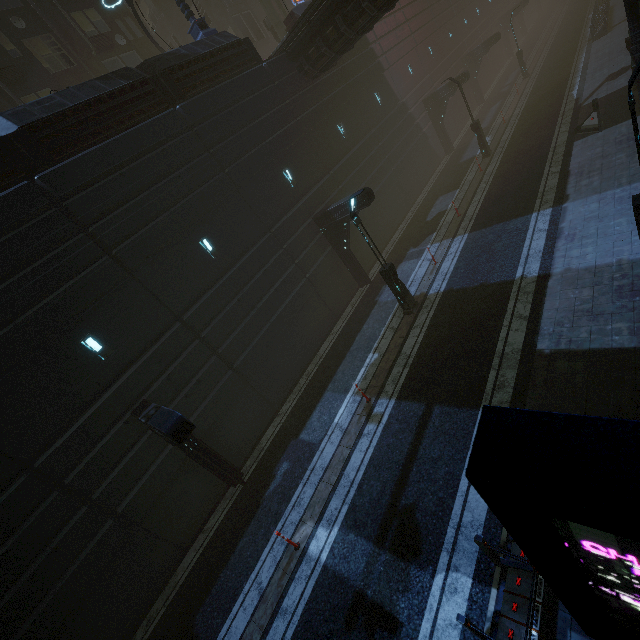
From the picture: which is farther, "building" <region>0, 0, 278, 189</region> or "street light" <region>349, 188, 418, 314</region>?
"street light" <region>349, 188, 418, 314</region>

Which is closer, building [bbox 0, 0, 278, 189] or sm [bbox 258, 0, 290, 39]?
building [bbox 0, 0, 278, 189]

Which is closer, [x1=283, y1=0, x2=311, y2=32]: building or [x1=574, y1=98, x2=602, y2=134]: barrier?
[x1=574, y1=98, x2=602, y2=134]: barrier

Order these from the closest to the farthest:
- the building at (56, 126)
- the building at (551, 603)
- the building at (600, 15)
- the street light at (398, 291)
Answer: the building at (551, 603) → the building at (56, 126) → the street light at (398, 291) → the building at (600, 15)

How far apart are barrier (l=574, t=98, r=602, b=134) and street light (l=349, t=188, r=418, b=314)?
12.8 meters

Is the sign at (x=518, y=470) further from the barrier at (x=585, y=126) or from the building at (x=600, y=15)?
the barrier at (x=585, y=126)

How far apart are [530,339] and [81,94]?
17.0m
